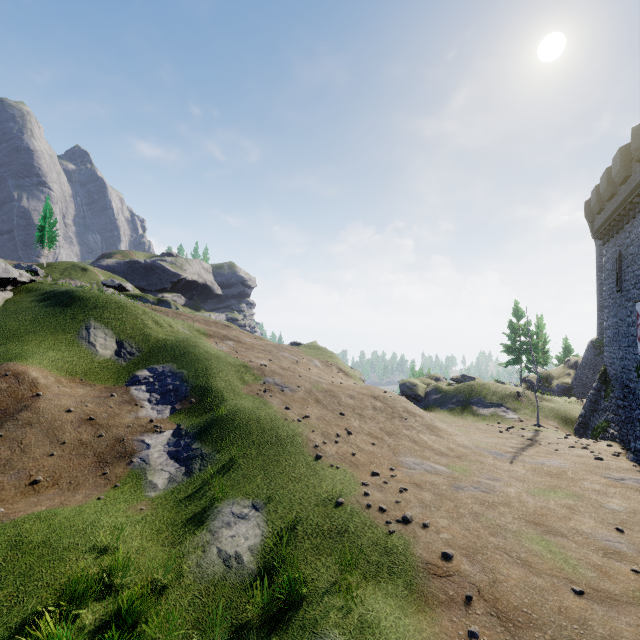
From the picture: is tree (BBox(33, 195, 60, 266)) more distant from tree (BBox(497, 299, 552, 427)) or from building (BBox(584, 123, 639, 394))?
building (BBox(584, 123, 639, 394))

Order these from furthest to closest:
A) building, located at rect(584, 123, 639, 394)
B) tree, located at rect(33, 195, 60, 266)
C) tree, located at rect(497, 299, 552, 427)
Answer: tree, located at rect(33, 195, 60, 266), tree, located at rect(497, 299, 552, 427), building, located at rect(584, 123, 639, 394)

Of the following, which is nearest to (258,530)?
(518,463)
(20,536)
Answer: (20,536)

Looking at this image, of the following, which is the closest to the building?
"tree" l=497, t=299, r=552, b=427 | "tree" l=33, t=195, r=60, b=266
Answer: "tree" l=497, t=299, r=552, b=427

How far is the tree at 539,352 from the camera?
23.5m

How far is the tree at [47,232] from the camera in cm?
4612

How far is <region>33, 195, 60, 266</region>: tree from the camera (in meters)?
46.12
